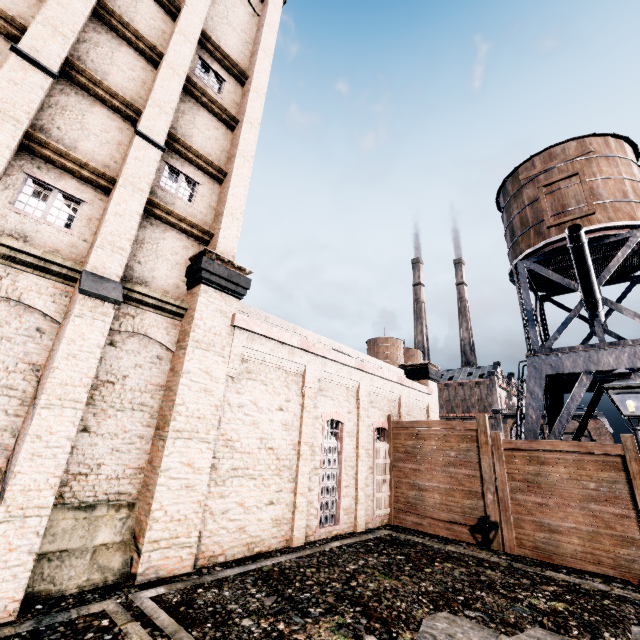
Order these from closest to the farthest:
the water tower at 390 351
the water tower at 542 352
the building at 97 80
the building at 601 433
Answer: the building at 97 80
the water tower at 542 352
the building at 601 433
the water tower at 390 351

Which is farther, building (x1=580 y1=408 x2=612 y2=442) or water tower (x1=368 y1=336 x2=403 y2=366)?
water tower (x1=368 y1=336 x2=403 y2=366)

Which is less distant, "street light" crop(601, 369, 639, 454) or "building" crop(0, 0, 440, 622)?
"street light" crop(601, 369, 639, 454)

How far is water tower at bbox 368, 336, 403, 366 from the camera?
57.2 meters

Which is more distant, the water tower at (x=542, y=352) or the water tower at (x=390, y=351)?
the water tower at (x=390, y=351)

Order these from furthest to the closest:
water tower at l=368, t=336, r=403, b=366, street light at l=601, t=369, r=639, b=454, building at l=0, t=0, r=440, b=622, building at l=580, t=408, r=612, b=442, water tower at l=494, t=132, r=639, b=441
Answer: water tower at l=368, t=336, r=403, b=366, building at l=580, t=408, r=612, b=442, water tower at l=494, t=132, r=639, b=441, building at l=0, t=0, r=440, b=622, street light at l=601, t=369, r=639, b=454

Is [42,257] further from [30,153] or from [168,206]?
[168,206]

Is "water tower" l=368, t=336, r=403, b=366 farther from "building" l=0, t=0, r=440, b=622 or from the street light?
the street light
